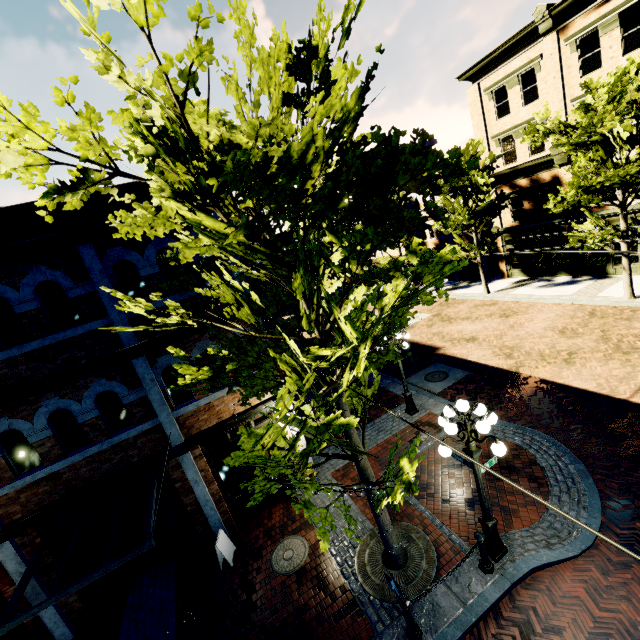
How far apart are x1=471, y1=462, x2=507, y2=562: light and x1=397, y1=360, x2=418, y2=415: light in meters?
4.4

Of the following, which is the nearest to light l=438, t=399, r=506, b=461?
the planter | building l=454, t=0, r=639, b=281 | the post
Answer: the post

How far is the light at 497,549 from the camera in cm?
634

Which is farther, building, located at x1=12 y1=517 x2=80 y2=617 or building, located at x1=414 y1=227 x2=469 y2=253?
building, located at x1=414 y1=227 x2=469 y2=253

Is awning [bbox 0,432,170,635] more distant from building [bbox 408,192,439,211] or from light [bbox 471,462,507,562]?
building [bbox 408,192,439,211]

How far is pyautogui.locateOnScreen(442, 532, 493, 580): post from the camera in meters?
6.2 m

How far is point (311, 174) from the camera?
4.0 meters

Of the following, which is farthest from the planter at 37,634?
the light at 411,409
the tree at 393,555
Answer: the light at 411,409
